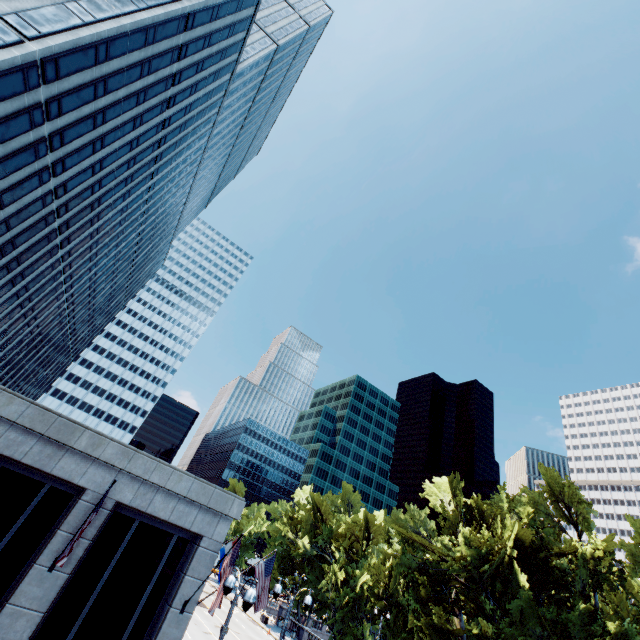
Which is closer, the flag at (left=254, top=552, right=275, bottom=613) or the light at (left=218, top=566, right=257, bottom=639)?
the light at (left=218, top=566, right=257, bottom=639)

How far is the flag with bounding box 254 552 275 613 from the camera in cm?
1585

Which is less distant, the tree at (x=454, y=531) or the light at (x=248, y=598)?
the light at (x=248, y=598)

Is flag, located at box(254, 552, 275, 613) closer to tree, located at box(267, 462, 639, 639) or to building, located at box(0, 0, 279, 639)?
building, located at box(0, 0, 279, 639)

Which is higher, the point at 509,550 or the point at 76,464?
the point at 509,550

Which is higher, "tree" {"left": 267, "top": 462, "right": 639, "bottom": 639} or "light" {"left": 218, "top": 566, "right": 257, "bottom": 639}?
"tree" {"left": 267, "top": 462, "right": 639, "bottom": 639}

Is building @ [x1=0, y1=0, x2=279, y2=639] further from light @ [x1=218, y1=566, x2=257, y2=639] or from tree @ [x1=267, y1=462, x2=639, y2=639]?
tree @ [x1=267, y1=462, x2=639, y2=639]

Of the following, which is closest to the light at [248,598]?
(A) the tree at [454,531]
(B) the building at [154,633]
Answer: (B) the building at [154,633]
